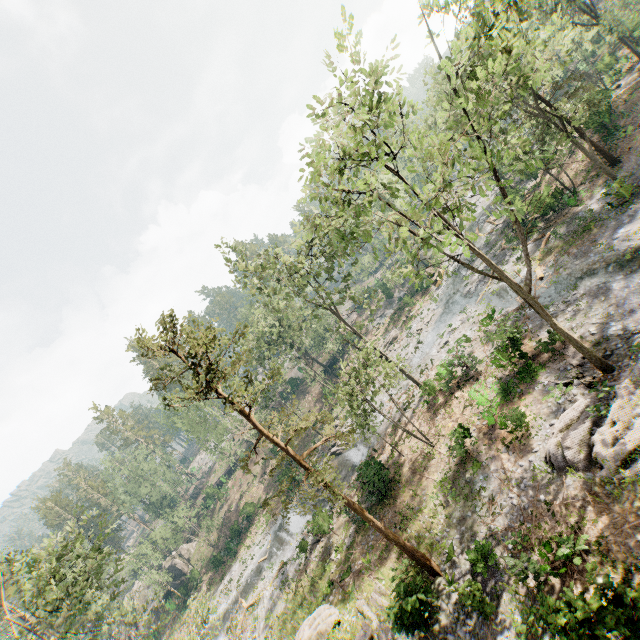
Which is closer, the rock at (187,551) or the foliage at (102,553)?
the foliage at (102,553)

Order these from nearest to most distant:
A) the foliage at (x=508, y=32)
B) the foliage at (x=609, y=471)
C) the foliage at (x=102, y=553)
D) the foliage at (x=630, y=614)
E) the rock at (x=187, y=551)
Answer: the foliage at (x=630, y=614)
the foliage at (x=508, y=32)
the foliage at (x=609, y=471)
the foliage at (x=102, y=553)
the rock at (x=187, y=551)

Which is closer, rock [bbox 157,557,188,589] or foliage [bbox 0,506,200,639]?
foliage [bbox 0,506,200,639]

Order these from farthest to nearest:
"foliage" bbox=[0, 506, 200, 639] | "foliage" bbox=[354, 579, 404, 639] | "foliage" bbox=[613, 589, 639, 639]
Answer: "foliage" bbox=[0, 506, 200, 639], "foliage" bbox=[354, 579, 404, 639], "foliage" bbox=[613, 589, 639, 639]

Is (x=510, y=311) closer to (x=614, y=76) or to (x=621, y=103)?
(x=621, y=103)

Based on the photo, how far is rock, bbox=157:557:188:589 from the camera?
50.91m

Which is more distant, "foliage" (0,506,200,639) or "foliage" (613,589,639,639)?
"foliage" (0,506,200,639)
